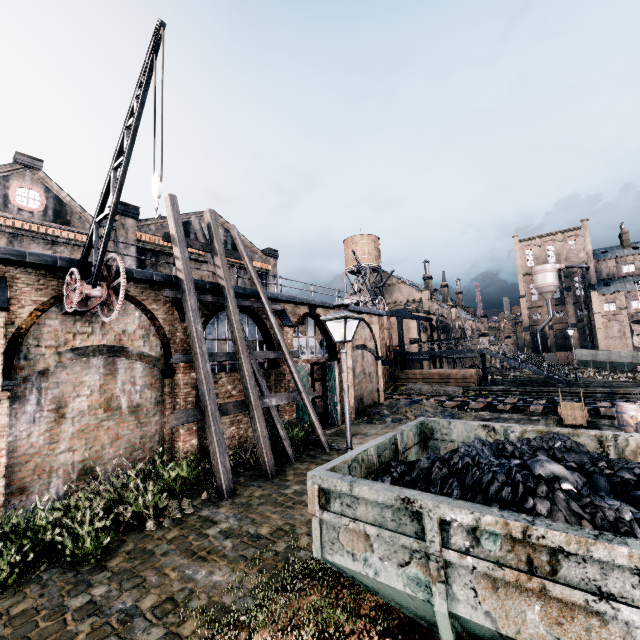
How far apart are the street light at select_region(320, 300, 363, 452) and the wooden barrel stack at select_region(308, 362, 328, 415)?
15.31m

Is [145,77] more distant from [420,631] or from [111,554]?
[420,631]

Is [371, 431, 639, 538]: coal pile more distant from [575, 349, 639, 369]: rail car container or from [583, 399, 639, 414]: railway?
[575, 349, 639, 369]: rail car container

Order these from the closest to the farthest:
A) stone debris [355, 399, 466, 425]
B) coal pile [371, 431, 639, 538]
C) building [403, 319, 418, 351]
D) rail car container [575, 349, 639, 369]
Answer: coal pile [371, 431, 639, 538] → stone debris [355, 399, 466, 425] → building [403, 319, 418, 351] → rail car container [575, 349, 639, 369]

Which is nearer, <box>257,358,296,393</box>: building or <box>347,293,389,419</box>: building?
<box>257,358,296,393</box>: building

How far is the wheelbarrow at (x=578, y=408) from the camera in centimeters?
1720cm

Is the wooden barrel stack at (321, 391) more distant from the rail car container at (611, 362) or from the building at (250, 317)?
the rail car container at (611, 362)

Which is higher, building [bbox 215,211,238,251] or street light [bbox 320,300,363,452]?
building [bbox 215,211,238,251]
